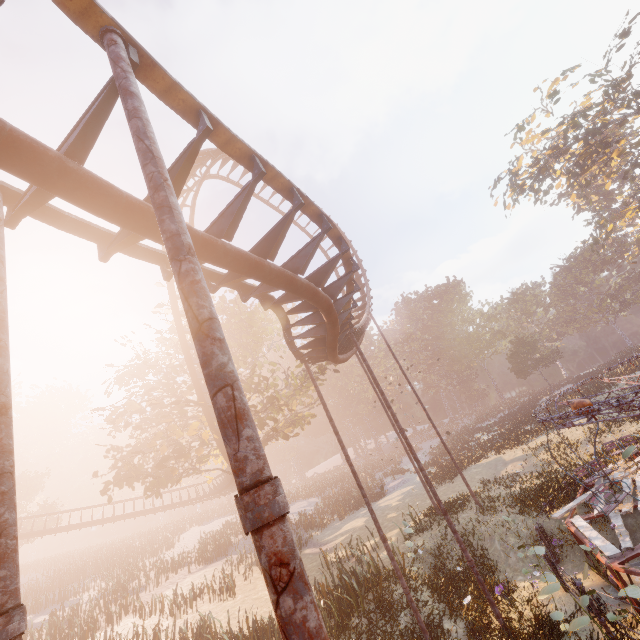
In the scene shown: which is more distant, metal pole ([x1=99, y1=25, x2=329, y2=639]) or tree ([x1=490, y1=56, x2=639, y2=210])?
tree ([x1=490, y1=56, x2=639, y2=210])

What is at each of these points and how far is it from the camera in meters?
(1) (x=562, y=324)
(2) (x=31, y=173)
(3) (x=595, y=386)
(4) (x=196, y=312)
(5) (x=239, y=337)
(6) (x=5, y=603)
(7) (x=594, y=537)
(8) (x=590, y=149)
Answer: (1) instancedfoliageactor, 55.6 m
(2) roller coaster, 2.6 m
(3) instancedfoliageactor, 32.6 m
(4) metal pole, 1.7 m
(5) tree, 23.8 m
(6) metal pole, 2.0 m
(7) merry-go-round, 9.1 m
(8) tree, 31.1 m

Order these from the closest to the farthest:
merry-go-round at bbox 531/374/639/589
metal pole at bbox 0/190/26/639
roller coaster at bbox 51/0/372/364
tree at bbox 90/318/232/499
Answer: metal pole at bbox 0/190/26/639 < roller coaster at bbox 51/0/372/364 < merry-go-round at bbox 531/374/639/589 < tree at bbox 90/318/232/499

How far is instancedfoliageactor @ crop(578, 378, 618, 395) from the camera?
28.5 meters

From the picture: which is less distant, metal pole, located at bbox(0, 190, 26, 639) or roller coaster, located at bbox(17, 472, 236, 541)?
metal pole, located at bbox(0, 190, 26, 639)

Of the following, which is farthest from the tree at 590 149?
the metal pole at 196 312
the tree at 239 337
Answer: the metal pole at 196 312

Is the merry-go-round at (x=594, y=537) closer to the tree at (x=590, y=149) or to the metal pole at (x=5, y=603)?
the metal pole at (x=5, y=603)

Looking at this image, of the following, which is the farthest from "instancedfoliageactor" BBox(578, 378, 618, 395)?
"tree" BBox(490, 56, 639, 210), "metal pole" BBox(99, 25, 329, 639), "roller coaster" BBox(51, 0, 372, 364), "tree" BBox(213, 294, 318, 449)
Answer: "metal pole" BBox(99, 25, 329, 639)
